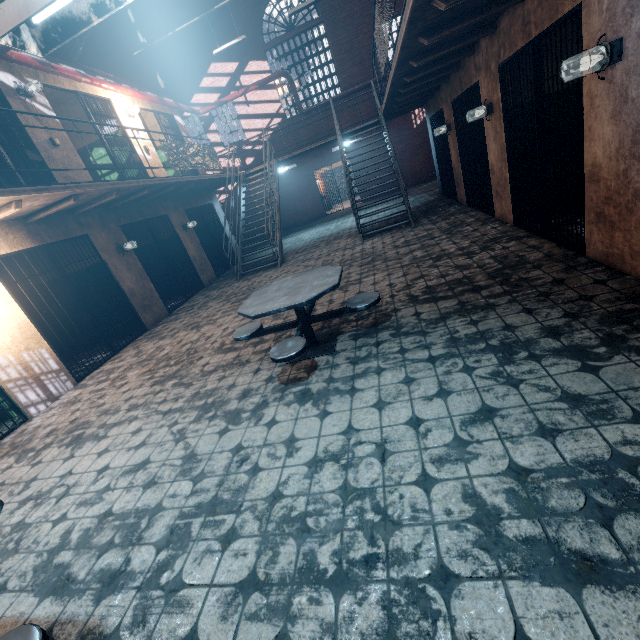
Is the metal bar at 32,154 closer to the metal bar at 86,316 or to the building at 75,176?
the building at 75,176

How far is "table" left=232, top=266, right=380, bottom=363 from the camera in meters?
3.2

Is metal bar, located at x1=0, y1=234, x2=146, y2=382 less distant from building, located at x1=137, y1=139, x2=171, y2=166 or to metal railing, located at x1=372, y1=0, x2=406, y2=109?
building, located at x1=137, y1=139, x2=171, y2=166

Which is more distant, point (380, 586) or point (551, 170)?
point (551, 170)

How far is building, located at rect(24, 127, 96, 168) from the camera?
6.22m

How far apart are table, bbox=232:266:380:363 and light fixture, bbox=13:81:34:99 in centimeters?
656cm

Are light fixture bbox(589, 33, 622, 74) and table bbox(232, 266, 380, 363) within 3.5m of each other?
yes

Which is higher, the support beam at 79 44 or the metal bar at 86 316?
the support beam at 79 44
